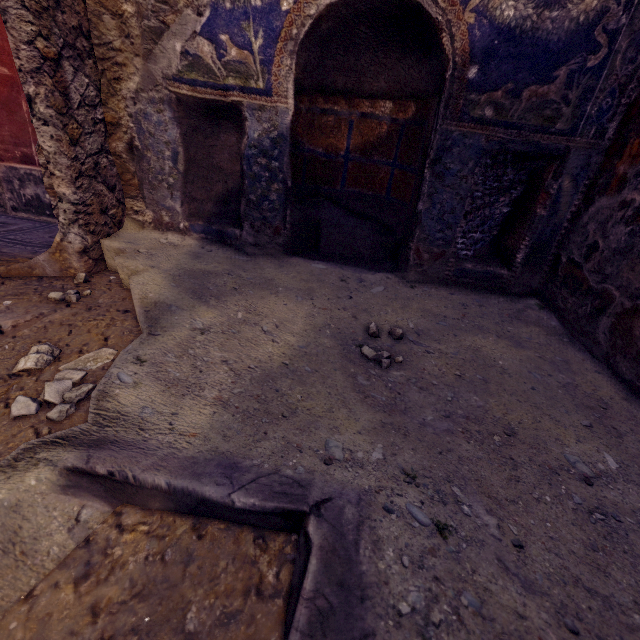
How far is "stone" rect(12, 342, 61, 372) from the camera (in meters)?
1.27

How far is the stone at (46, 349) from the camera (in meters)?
1.27

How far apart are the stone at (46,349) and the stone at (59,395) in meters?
0.1

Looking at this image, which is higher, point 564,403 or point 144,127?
point 144,127

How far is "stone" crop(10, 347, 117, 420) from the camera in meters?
1.1 m

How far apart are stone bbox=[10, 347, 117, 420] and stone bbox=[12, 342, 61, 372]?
0.1m
